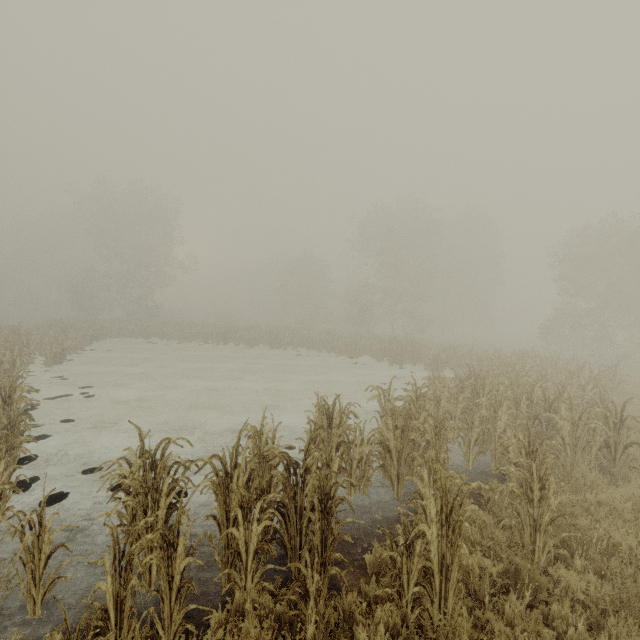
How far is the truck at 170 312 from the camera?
55.47m

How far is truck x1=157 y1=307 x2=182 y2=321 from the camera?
55.5 meters

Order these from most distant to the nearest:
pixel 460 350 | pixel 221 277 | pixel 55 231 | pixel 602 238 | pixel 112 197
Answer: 1. pixel 221 277
2. pixel 55 231
3. pixel 112 197
4. pixel 602 238
5. pixel 460 350
